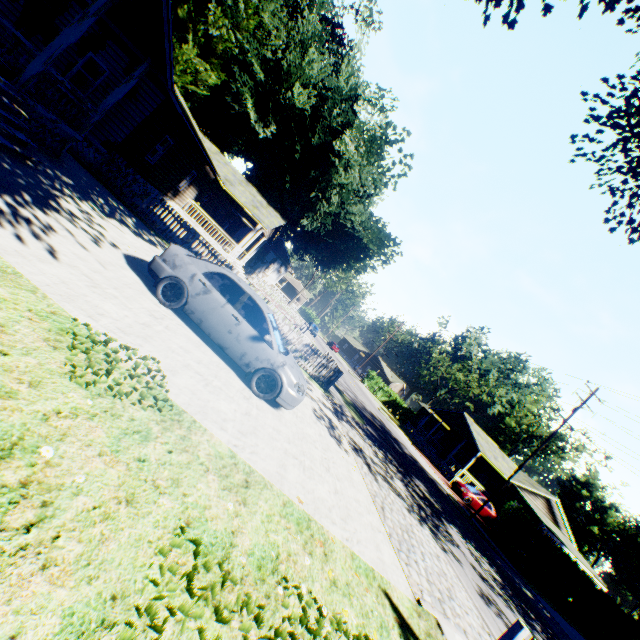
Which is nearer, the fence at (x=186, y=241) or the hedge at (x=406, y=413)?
the fence at (x=186, y=241)

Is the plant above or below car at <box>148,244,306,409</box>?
above

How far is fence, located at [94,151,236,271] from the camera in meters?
13.9

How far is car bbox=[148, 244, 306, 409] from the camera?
7.3 meters

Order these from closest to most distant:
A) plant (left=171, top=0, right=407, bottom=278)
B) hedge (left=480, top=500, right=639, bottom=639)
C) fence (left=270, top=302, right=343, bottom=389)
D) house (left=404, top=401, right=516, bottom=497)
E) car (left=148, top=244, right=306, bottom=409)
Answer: car (left=148, top=244, right=306, bottom=409) < fence (left=270, top=302, right=343, bottom=389) < hedge (left=480, top=500, right=639, bottom=639) < plant (left=171, top=0, right=407, bottom=278) < house (left=404, top=401, right=516, bottom=497)

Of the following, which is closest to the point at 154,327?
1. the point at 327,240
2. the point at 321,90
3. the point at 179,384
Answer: the point at 179,384

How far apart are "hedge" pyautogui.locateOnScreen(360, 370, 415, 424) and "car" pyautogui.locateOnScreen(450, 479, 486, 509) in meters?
24.3

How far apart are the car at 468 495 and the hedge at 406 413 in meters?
24.3 m
